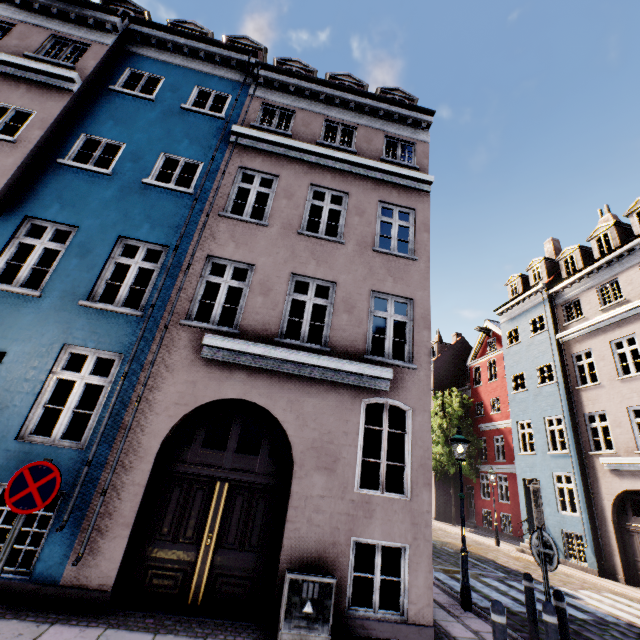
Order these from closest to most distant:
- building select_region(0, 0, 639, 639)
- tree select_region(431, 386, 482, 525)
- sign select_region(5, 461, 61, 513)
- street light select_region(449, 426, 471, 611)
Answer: sign select_region(5, 461, 61, 513) < building select_region(0, 0, 639, 639) < street light select_region(449, 426, 471, 611) < tree select_region(431, 386, 482, 525)

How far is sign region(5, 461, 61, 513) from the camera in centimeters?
363cm

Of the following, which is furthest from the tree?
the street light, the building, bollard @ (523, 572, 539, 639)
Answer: the street light

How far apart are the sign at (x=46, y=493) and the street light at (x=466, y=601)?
8.14m

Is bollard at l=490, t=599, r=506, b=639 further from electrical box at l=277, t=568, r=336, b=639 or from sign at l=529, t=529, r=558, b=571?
electrical box at l=277, t=568, r=336, b=639

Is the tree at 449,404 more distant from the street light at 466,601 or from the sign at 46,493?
the street light at 466,601

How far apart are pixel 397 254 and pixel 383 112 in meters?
5.5

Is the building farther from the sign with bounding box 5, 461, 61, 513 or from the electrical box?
the sign with bounding box 5, 461, 61, 513
